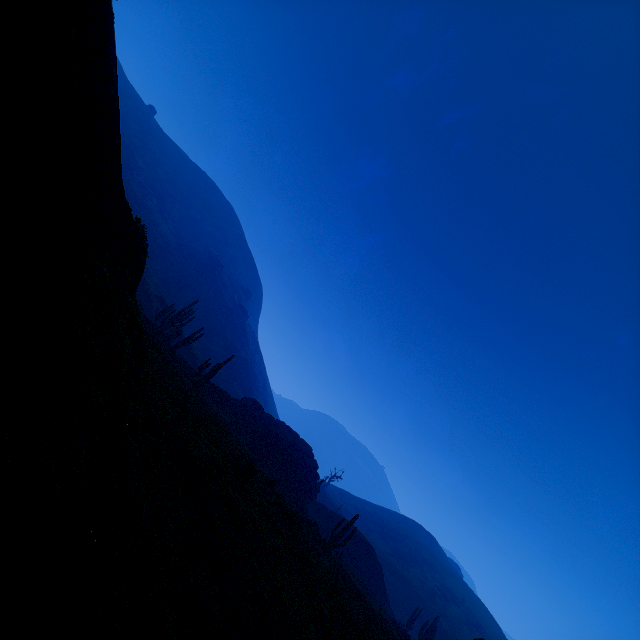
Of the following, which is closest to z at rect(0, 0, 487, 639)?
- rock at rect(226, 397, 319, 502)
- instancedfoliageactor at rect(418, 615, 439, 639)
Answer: instancedfoliageactor at rect(418, 615, 439, 639)

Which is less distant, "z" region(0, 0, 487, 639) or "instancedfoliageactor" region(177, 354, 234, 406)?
"z" region(0, 0, 487, 639)

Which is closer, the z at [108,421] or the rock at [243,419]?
the z at [108,421]

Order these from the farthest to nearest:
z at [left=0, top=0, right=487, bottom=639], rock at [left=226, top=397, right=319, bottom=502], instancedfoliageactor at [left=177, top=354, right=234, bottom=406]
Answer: rock at [left=226, top=397, right=319, bottom=502] < instancedfoliageactor at [left=177, top=354, right=234, bottom=406] < z at [left=0, top=0, right=487, bottom=639]

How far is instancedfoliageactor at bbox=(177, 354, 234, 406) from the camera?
25.4m

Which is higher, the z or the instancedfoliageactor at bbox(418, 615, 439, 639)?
the instancedfoliageactor at bbox(418, 615, 439, 639)

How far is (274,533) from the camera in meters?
9.4 m

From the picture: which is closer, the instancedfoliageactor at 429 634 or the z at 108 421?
the z at 108 421
